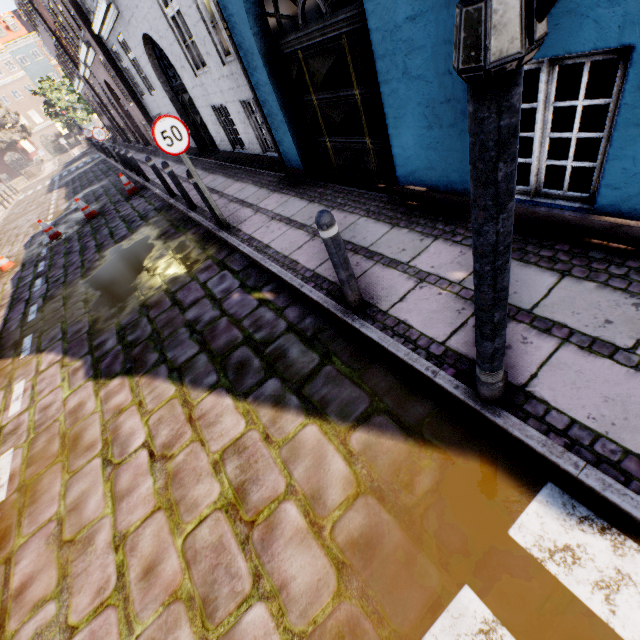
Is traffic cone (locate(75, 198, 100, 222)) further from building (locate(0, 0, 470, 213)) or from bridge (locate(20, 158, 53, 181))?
bridge (locate(20, 158, 53, 181))

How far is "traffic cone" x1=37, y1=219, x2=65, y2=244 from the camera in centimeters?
1069cm

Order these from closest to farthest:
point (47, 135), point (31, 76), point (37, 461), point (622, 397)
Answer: point (622, 397) < point (37, 461) < point (31, 76) < point (47, 135)

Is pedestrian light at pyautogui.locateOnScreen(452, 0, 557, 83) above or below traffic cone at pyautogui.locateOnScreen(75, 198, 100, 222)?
above

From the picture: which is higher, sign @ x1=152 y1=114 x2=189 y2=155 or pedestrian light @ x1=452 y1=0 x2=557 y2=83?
pedestrian light @ x1=452 y1=0 x2=557 y2=83

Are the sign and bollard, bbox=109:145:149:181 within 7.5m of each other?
no

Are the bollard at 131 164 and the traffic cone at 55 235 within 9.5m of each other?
yes

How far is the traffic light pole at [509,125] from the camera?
1.0 meters
